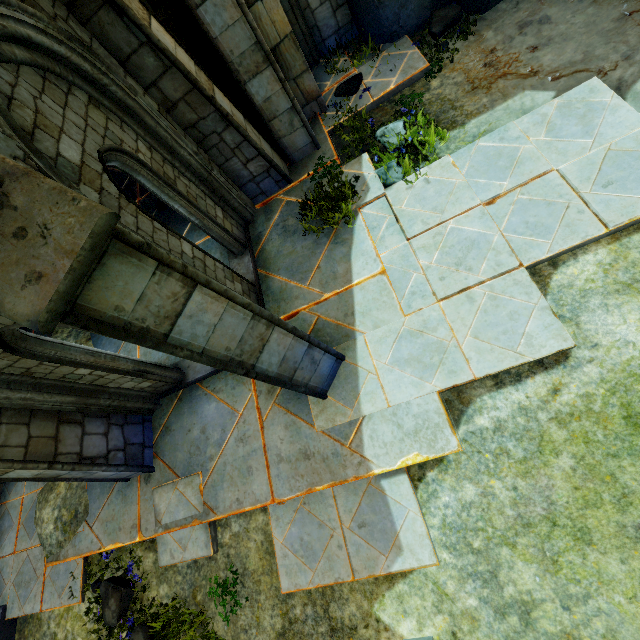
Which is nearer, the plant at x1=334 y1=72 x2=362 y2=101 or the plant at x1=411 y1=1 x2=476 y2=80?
the plant at x1=411 y1=1 x2=476 y2=80

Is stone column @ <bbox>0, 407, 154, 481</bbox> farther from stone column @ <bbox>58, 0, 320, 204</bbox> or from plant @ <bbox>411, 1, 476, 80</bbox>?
plant @ <bbox>411, 1, 476, 80</bbox>

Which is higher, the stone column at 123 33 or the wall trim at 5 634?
the stone column at 123 33

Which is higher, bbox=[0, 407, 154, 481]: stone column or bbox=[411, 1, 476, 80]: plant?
bbox=[0, 407, 154, 481]: stone column

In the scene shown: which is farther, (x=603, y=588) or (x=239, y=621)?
(x=239, y=621)

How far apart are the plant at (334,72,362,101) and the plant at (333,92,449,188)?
1.23m

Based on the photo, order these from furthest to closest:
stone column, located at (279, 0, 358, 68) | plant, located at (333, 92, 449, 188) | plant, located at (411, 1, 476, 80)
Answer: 1. stone column, located at (279, 0, 358, 68)
2. plant, located at (411, 1, 476, 80)
3. plant, located at (333, 92, 449, 188)

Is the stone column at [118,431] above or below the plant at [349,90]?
above
